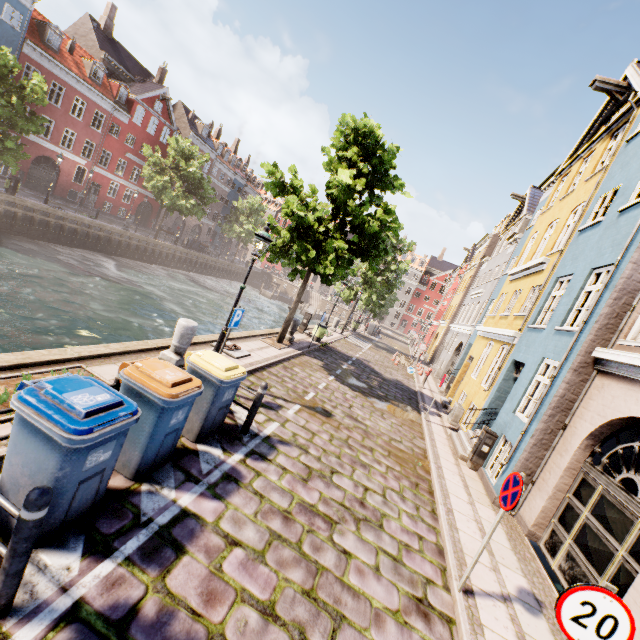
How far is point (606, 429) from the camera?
6.4 meters

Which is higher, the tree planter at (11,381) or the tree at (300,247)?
the tree at (300,247)

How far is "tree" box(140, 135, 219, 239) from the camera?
30.5m

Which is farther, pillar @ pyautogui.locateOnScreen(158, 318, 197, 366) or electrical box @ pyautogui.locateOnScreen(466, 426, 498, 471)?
electrical box @ pyautogui.locateOnScreen(466, 426, 498, 471)

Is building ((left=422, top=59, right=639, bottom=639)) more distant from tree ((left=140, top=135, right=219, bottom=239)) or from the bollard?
the bollard

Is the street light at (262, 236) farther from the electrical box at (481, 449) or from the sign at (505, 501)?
the sign at (505, 501)

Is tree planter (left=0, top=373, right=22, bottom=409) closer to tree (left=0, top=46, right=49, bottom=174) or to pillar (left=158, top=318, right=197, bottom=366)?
pillar (left=158, top=318, right=197, bottom=366)

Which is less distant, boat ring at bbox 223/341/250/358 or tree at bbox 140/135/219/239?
boat ring at bbox 223/341/250/358
